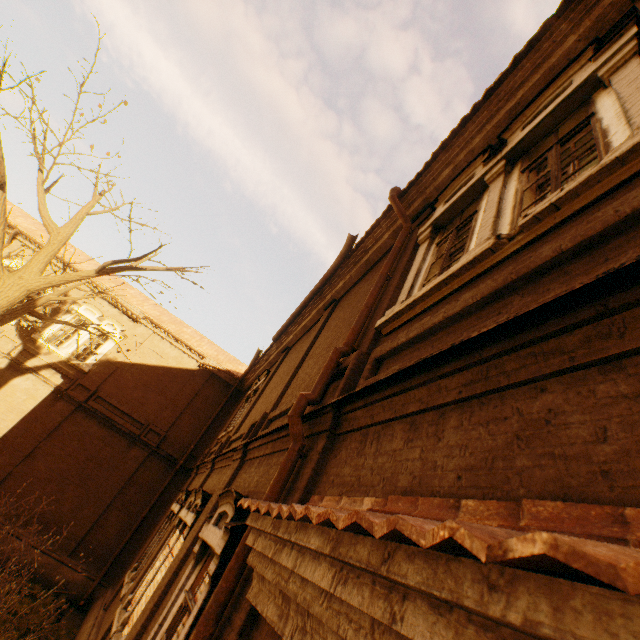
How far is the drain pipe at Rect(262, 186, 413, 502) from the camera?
3.29m

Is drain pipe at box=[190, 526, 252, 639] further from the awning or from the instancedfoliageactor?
the instancedfoliageactor

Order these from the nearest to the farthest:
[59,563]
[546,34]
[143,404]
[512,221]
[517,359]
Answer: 1. [517,359]
2. [512,221]
3. [546,34]
4. [59,563]
5. [143,404]

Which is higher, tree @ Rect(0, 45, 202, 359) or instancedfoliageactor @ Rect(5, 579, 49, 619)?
tree @ Rect(0, 45, 202, 359)

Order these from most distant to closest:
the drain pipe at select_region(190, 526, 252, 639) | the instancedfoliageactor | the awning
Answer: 1. the instancedfoliageactor
2. the drain pipe at select_region(190, 526, 252, 639)
3. the awning

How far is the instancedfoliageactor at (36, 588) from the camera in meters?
9.4

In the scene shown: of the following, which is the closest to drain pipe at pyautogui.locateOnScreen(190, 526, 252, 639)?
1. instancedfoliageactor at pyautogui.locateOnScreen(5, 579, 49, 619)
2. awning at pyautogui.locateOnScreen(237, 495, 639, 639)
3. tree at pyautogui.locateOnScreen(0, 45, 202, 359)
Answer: awning at pyautogui.locateOnScreen(237, 495, 639, 639)

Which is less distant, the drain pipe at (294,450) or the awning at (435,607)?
the awning at (435,607)
